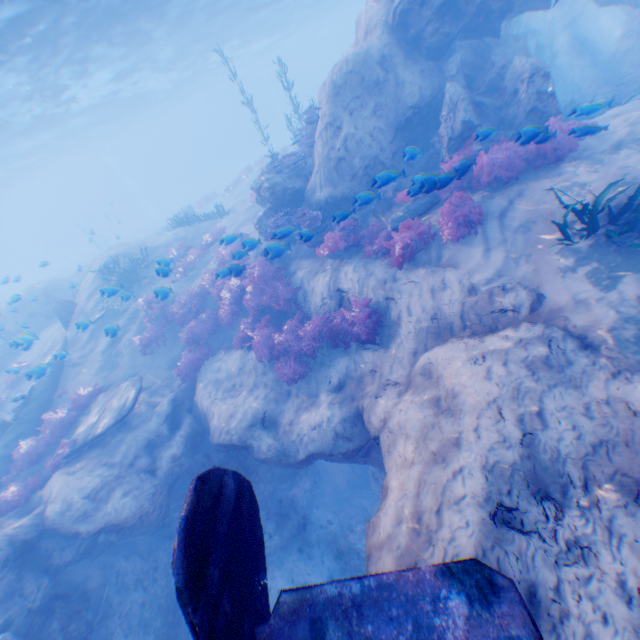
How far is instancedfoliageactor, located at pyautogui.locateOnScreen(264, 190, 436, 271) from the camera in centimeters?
837cm

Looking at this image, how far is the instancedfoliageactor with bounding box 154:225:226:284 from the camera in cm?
958

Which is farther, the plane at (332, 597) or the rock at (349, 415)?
the rock at (349, 415)

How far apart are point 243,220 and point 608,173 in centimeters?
1601cm

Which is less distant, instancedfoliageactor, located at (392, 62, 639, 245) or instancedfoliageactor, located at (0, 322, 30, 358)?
instancedfoliageactor, located at (392, 62, 639, 245)

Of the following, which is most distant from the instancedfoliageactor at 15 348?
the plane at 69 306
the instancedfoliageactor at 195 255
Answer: the instancedfoliageactor at 195 255

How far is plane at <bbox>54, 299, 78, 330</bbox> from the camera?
16.0 meters
